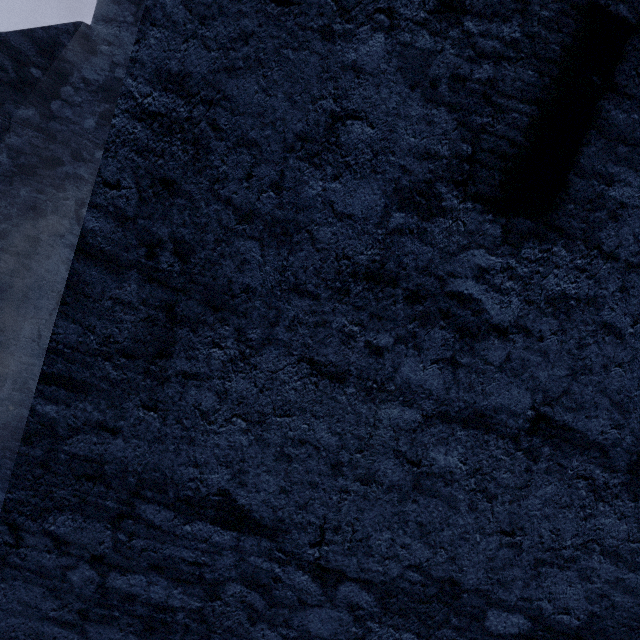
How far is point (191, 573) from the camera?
1.57m
